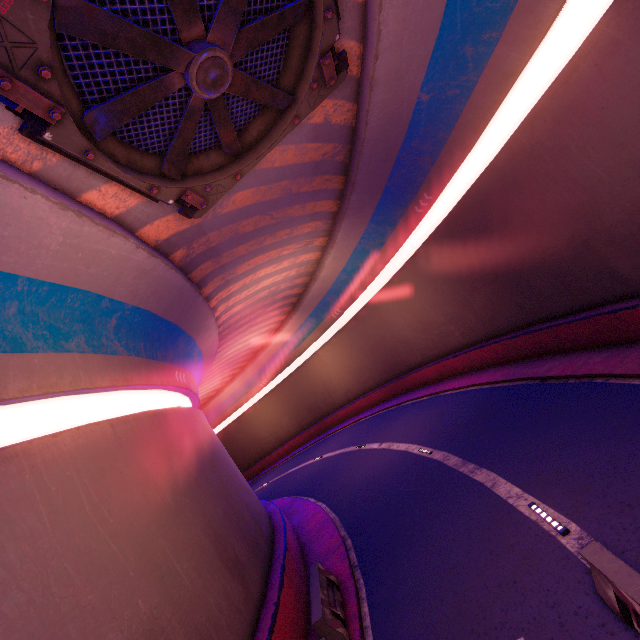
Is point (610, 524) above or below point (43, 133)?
below

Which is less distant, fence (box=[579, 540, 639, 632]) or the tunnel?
fence (box=[579, 540, 639, 632])

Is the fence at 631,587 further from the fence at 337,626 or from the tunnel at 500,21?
the fence at 337,626

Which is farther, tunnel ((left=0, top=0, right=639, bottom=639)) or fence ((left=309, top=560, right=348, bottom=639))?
fence ((left=309, top=560, right=348, bottom=639))

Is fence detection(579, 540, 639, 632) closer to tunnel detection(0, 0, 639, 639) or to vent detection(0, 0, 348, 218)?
tunnel detection(0, 0, 639, 639)

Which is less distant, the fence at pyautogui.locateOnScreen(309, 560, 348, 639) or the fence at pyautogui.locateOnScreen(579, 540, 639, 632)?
the fence at pyautogui.locateOnScreen(579, 540, 639, 632)

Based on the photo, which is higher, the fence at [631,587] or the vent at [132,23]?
the vent at [132,23]

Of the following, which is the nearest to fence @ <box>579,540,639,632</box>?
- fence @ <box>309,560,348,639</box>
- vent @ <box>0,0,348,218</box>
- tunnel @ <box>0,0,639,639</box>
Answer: tunnel @ <box>0,0,639,639</box>
